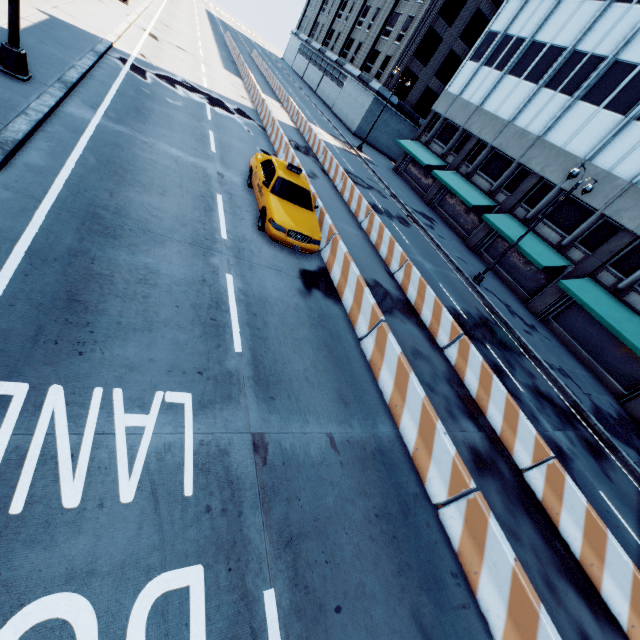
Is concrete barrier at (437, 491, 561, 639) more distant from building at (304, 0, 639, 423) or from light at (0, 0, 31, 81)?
building at (304, 0, 639, 423)

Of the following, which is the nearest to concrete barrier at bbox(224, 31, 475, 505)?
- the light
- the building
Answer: the light

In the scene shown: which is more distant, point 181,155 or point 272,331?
point 181,155

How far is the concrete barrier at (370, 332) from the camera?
6.02m

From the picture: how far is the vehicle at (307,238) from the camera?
9.4m

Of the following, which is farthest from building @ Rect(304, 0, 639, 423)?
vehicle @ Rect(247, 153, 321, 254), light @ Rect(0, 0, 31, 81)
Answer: light @ Rect(0, 0, 31, 81)

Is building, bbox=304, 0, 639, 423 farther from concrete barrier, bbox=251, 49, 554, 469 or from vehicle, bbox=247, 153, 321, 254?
vehicle, bbox=247, 153, 321, 254
